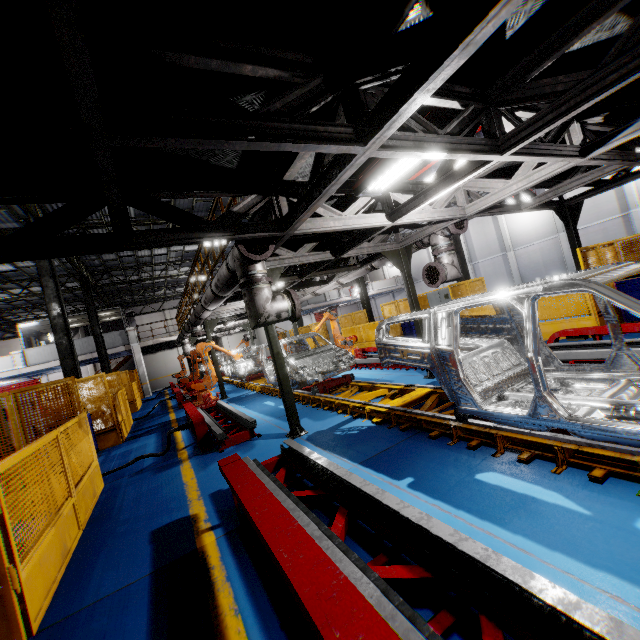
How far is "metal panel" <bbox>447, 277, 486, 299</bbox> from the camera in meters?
11.5

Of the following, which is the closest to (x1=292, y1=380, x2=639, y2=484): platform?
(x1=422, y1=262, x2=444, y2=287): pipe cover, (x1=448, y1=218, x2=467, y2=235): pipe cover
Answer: (x1=422, y1=262, x2=444, y2=287): pipe cover

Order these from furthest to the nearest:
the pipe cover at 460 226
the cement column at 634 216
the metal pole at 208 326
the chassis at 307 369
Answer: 1. the cement column at 634 216
2. the metal pole at 208 326
3. the chassis at 307 369
4. the pipe cover at 460 226

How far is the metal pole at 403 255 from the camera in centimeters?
806cm

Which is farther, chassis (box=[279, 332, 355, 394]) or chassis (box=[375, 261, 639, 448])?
chassis (box=[279, 332, 355, 394])

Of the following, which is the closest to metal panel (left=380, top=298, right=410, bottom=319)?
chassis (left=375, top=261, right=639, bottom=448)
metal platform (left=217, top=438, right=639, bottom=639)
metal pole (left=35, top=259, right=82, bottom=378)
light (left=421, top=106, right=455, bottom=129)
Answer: metal pole (left=35, top=259, right=82, bottom=378)

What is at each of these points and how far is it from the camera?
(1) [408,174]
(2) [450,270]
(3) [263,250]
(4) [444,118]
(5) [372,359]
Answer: (1) light, 4.7 meters
(2) vent pipe, 7.2 meters
(3) pipe cover, 4.9 meters
(4) light, 3.8 meters
(5) metal platform, 11.3 meters

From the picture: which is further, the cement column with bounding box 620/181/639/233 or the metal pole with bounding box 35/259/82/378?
the cement column with bounding box 620/181/639/233
